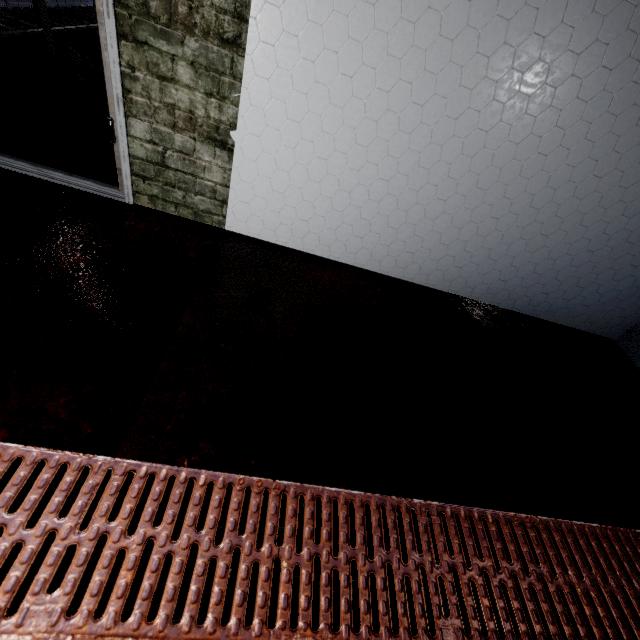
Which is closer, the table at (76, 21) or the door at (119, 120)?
the door at (119, 120)

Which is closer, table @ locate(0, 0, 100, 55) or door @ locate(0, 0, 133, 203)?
door @ locate(0, 0, 133, 203)

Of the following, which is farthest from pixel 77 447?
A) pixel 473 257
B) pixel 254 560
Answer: pixel 473 257
